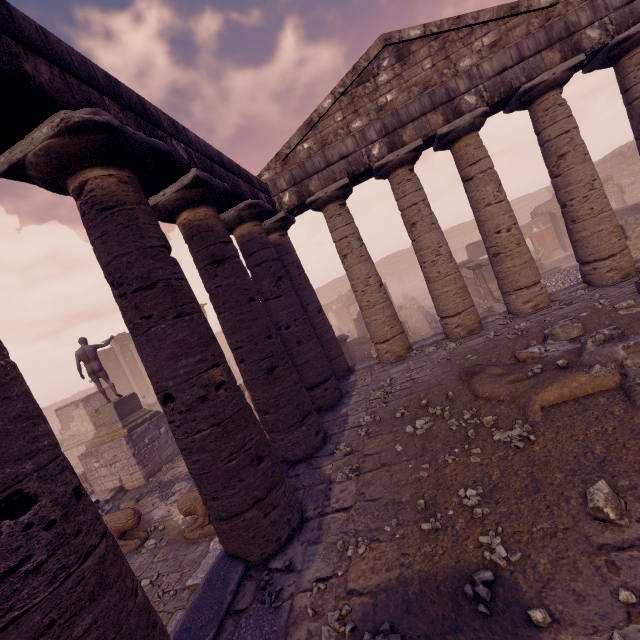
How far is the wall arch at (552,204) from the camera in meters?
22.1 m

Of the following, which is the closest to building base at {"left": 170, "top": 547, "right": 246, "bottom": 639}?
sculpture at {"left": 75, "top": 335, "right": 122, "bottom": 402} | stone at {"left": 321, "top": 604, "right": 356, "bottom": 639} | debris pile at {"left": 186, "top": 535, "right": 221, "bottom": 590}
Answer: debris pile at {"left": 186, "top": 535, "right": 221, "bottom": 590}

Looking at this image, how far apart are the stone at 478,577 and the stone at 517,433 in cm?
134

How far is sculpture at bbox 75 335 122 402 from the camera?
12.5m

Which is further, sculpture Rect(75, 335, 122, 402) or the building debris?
sculpture Rect(75, 335, 122, 402)

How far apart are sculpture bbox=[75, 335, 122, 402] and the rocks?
14.1m

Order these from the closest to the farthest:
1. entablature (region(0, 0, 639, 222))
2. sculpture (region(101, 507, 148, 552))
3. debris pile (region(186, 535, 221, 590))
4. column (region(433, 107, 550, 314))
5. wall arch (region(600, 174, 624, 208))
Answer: entablature (region(0, 0, 639, 222)) < debris pile (region(186, 535, 221, 590)) < sculpture (region(101, 507, 148, 552)) < column (region(433, 107, 550, 314)) < wall arch (region(600, 174, 624, 208))

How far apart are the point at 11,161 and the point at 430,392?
7.18m
